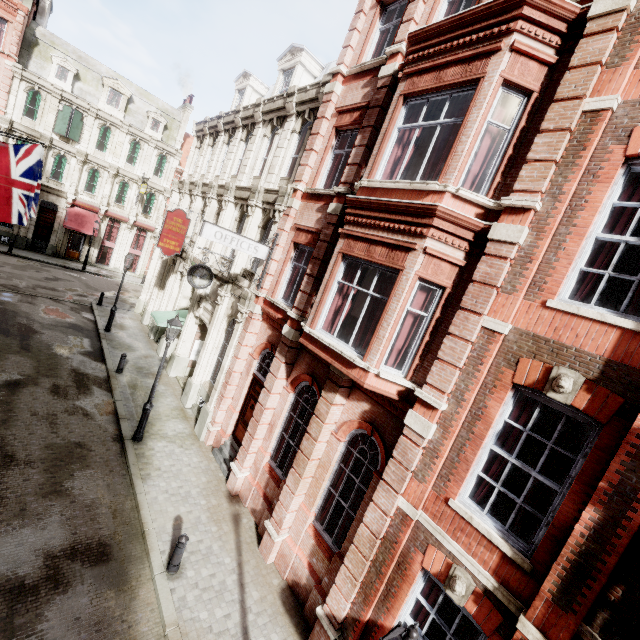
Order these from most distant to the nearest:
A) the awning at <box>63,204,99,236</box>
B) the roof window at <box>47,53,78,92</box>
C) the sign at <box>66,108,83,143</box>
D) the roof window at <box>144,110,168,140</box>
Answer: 1. the roof window at <box>144,110,168,140</box>
2. the awning at <box>63,204,99,236</box>
3. the sign at <box>66,108,83,143</box>
4. the roof window at <box>47,53,78,92</box>

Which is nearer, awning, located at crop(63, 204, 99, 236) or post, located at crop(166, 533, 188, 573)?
post, located at crop(166, 533, 188, 573)

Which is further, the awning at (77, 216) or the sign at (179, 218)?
the awning at (77, 216)

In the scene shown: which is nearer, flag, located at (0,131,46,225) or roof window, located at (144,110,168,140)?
flag, located at (0,131,46,225)

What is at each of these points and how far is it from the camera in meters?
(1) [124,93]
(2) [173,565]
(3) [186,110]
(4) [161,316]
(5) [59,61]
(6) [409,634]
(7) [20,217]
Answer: (1) roof window, 30.2 m
(2) post, 7.7 m
(3) chimney, 33.8 m
(4) awning, 17.0 m
(5) roof window, 27.0 m
(6) street light, 3.6 m
(7) flag, 12.4 m

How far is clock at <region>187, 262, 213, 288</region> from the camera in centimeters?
1279cm

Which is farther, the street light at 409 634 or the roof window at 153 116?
the roof window at 153 116

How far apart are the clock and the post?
8.5m
